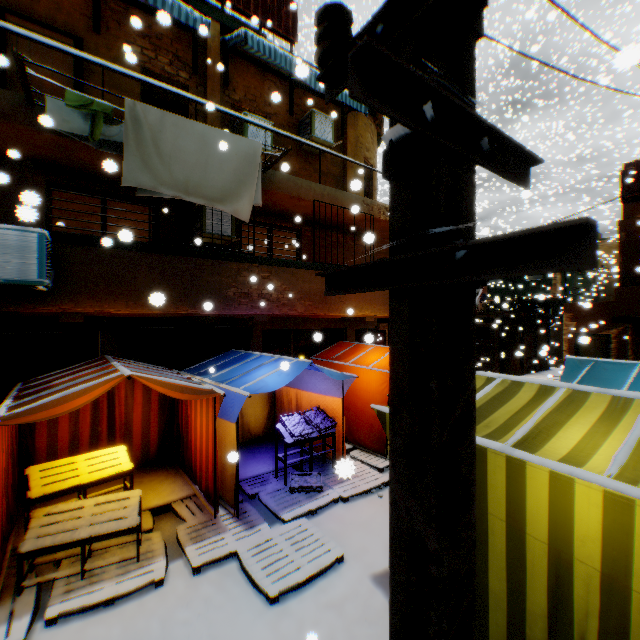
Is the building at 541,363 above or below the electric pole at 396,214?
below

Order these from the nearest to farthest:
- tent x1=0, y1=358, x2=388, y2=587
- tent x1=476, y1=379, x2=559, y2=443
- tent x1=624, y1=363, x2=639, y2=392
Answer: tent x1=476, y1=379, x2=559, y2=443
tent x1=0, y1=358, x2=388, y2=587
tent x1=624, y1=363, x2=639, y2=392

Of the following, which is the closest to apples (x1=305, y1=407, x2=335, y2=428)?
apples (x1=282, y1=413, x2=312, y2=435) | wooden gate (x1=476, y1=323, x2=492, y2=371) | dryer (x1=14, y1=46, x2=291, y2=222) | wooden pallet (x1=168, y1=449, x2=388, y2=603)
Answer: apples (x1=282, y1=413, x2=312, y2=435)

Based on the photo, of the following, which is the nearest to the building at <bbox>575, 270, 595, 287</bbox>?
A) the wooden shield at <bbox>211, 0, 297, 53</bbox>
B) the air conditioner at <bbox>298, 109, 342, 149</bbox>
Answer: the air conditioner at <bbox>298, 109, 342, 149</bbox>

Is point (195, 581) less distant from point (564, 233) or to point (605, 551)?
point (605, 551)

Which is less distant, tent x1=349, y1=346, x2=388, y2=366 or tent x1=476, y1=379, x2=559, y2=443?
tent x1=476, y1=379, x2=559, y2=443

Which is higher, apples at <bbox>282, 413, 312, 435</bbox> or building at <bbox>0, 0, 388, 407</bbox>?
building at <bbox>0, 0, 388, 407</bbox>

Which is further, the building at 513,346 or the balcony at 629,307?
the building at 513,346
